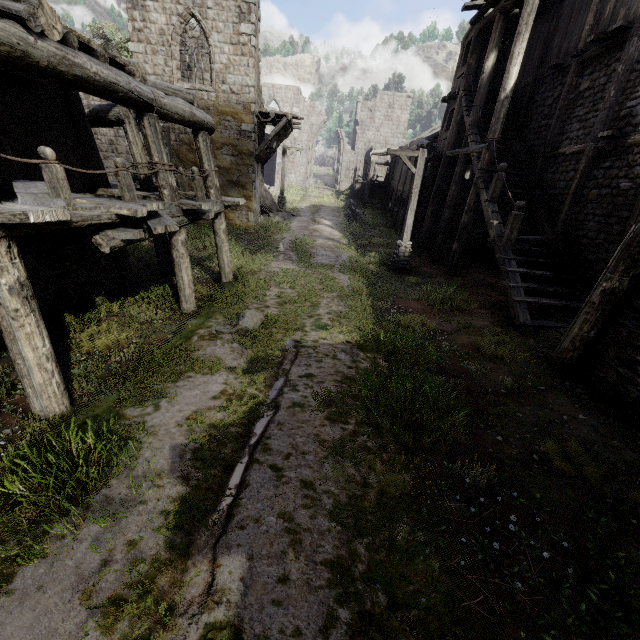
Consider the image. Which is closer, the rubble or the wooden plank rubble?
the wooden plank rubble

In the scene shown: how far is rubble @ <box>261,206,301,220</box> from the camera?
22.7m

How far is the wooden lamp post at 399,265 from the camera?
12.51m

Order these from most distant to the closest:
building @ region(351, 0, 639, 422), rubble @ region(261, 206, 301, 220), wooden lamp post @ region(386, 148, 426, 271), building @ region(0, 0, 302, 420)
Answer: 1. rubble @ region(261, 206, 301, 220)
2. wooden lamp post @ region(386, 148, 426, 271)
3. building @ region(351, 0, 639, 422)
4. building @ region(0, 0, 302, 420)

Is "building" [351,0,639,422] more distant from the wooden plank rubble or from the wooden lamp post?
the wooden lamp post

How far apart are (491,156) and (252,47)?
13.03m

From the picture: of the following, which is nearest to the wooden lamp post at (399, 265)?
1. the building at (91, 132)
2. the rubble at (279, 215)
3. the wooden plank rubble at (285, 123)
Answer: the building at (91, 132)

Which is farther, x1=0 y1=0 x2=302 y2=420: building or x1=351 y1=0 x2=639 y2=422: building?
x1=351 y1=0 x2=639 y2=422: building
